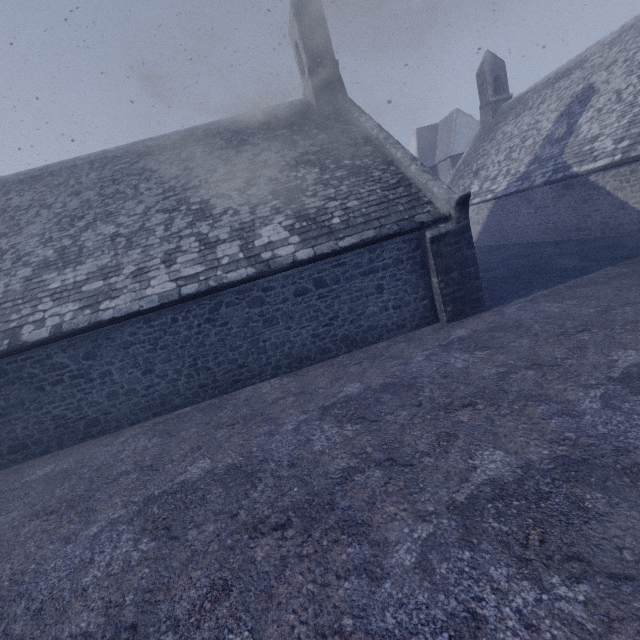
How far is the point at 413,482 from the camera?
4.0 meters
